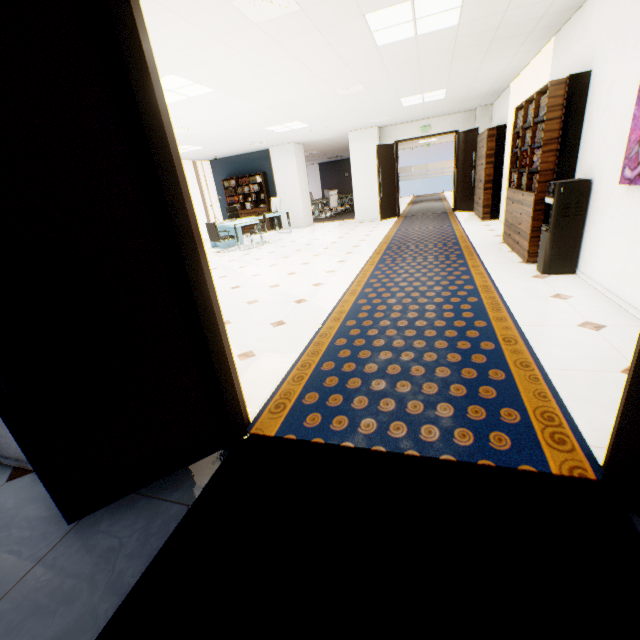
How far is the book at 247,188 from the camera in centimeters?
1266cm

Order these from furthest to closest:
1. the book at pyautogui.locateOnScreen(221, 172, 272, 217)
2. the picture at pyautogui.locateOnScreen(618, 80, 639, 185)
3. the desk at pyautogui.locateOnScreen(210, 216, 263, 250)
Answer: the book at pyautogui.locateOnScreen(221, 172, 272, 217)
the desk at pyautogui.locateOnScreen(210, 216, 263, 250)
the picture at pyautogui.locateOnScreen(618, 80, 639, 185)

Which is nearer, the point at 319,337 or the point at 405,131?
the point at 319,337

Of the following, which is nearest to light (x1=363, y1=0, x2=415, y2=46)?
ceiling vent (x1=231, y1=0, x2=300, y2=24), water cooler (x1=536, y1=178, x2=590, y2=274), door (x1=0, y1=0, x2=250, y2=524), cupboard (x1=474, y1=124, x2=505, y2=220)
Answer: ceiling vent (x1=231, y1=0, x2=300, y2=24)

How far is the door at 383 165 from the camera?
10.1m

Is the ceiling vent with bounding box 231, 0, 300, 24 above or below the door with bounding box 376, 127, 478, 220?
above

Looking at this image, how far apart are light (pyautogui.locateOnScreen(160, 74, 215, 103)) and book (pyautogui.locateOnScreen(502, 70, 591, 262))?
4.6m

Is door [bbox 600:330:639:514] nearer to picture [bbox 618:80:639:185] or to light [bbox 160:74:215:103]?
picture [bbox 618:80:639:185]
